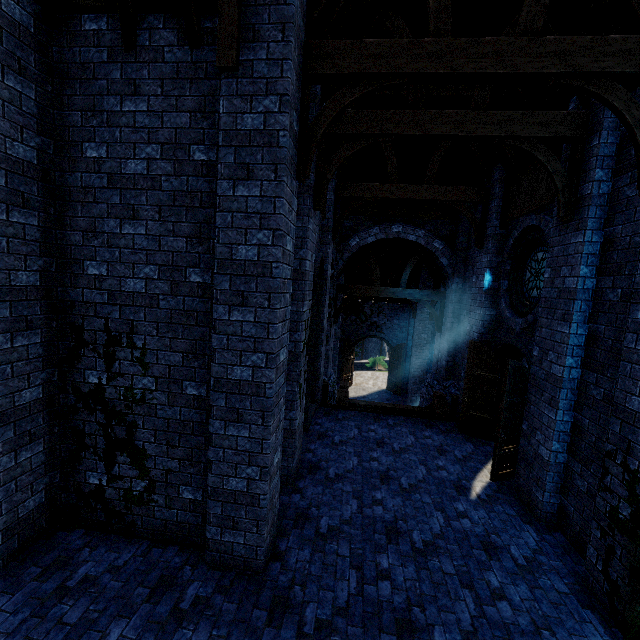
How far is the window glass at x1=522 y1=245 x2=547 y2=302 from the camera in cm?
724

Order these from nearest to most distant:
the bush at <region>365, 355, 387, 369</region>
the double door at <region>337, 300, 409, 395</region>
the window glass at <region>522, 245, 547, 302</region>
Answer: the window glass at <region>522, 245, 547, 302</region>
the double door at <region>337, 300, 409, 395</region>
the bush at <region>365, 355, 387, 369</region>

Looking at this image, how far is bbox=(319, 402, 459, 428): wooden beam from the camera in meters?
9.5

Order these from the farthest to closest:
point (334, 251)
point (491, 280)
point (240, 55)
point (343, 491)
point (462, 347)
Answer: point (334, 251)
point (462, 347)
point (491, 280)
point (343, 491)
point (240, 55)

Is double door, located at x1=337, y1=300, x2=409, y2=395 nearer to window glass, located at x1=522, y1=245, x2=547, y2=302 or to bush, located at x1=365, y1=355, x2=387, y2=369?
bush, located at x1=365, y1=355, x2=387, y2=369

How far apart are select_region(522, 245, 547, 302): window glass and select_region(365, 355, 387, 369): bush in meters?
21.3 m

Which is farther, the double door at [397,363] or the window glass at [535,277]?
the double door at [397,363]

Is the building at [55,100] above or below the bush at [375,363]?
above
